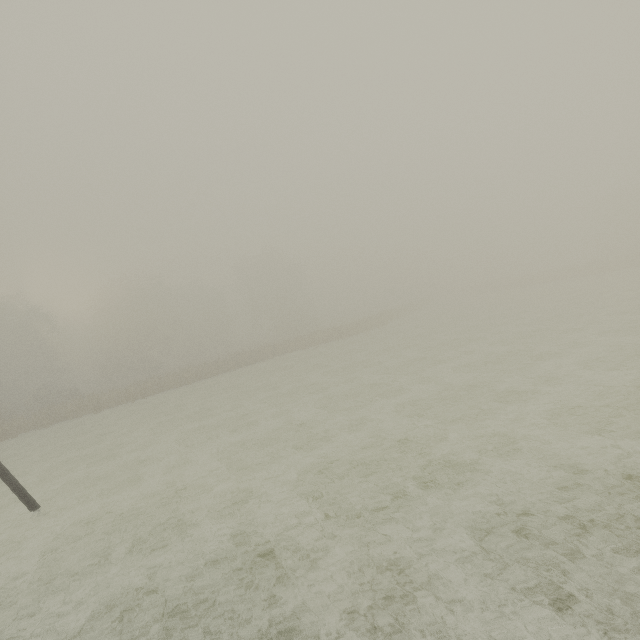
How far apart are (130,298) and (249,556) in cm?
4852
